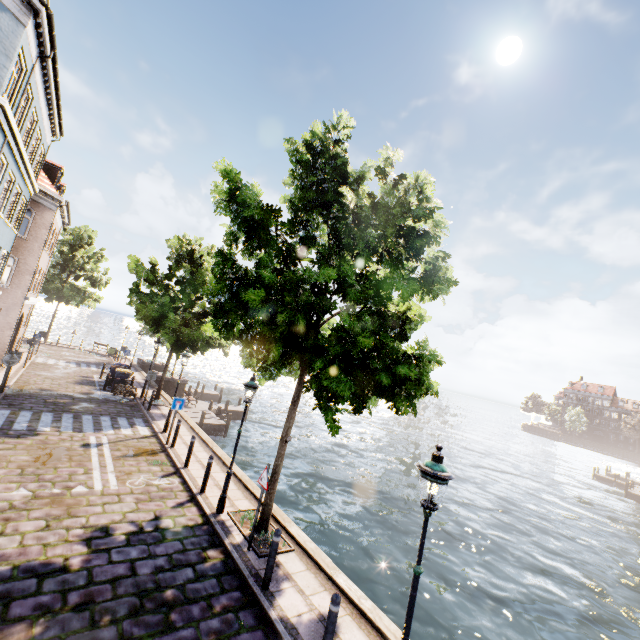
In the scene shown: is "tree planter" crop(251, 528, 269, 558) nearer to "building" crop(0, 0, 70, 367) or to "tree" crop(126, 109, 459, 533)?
"tree" crop(126, 109, 459, 533)

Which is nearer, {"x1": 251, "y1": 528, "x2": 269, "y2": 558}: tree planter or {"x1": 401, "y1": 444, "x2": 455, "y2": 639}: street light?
{"x1": 401, "y1": 444, "x2": 455, "y2": 639}: street light

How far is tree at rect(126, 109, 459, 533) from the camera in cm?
660

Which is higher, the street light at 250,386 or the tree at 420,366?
the tree at 420,366

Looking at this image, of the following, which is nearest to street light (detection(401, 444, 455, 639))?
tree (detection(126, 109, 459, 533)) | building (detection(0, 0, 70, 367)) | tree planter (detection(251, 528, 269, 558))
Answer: Answer: tree planter (detection(251, 528, 269, 558))

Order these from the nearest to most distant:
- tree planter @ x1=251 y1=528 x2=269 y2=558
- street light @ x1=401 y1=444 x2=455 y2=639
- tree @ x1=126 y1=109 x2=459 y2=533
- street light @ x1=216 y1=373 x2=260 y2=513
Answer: street light @ x1=401 y1=444 x2=455 y2=639, tree @ x1=126 y1=109 x2=459 y2=533, tree planter @ x1=251 y1=528 x2=269 y2=558, street light @ x1=216 y1=373 x2=260 y2=513

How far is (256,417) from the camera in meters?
32.9 m

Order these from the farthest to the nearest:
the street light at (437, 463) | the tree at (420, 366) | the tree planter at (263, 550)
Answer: the tree planter at (263, 550), the tree at (420, 366), the street light at (437, 463)
